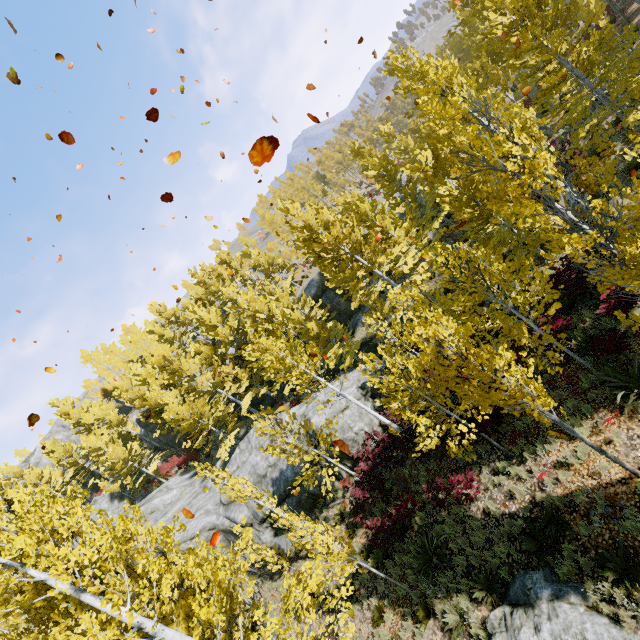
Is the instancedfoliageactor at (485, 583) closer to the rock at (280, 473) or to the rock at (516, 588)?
the rock at (280, 473)

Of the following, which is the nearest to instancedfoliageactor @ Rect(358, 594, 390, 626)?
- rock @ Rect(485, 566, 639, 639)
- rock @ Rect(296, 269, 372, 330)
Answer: rock @ Rect(296, 269, 372, 330)

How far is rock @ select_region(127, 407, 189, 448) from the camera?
34.9 meters

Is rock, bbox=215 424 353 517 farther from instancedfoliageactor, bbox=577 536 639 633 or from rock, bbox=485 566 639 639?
rock, bbox=485 566 639 639

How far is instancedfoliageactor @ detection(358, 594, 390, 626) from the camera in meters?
10.4 m

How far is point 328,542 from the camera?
9.5m

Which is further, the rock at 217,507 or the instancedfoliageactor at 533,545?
the rock at 217,507
